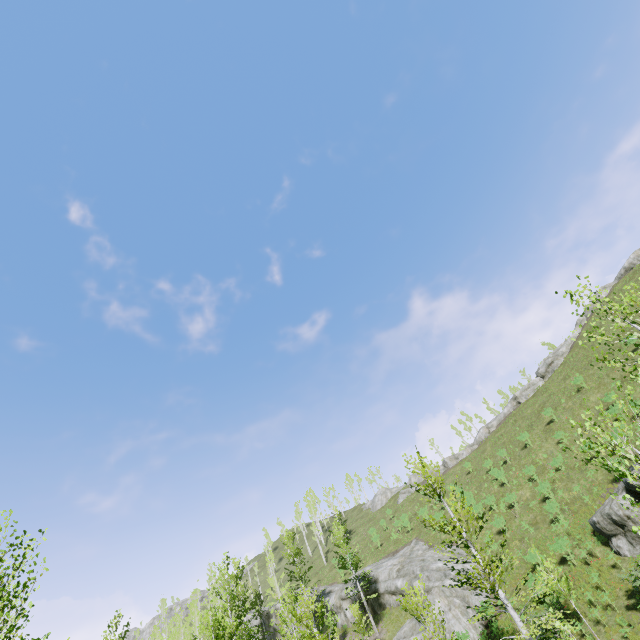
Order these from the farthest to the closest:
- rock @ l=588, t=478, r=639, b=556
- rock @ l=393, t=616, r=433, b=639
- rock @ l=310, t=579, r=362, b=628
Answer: rock @ l=310, t=579, r=362, b=628 → rock @ l=393, t=616, r=433, b=639 → rock @ l=588, t=478, r=639, b=556

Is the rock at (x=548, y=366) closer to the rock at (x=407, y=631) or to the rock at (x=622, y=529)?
the rock at (x=407, y=631)

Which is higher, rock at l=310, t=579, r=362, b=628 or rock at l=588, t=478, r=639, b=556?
rock at l=310, t=579, r=362, b=628

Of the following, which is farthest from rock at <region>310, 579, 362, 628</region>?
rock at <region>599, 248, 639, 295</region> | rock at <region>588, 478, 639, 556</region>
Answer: rock at <region>599, 248, 639, 295</region>

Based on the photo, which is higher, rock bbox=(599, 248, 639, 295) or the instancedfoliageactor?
rock bbox=(599, 248, 639, 295)

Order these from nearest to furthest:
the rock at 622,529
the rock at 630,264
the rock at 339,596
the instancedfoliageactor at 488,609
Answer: the instancedfoliageactor at 488,609 → the rock at 622,529 → the rock at 339,596 → the rock at 630,264

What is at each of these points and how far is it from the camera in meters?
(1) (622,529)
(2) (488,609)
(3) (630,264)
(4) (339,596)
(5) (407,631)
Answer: (1) rock, 19.3 m
(2) instancedfoliageactor, 14.6 m
(3) rock, 47.2 m
(4) rock, 33.9 m
(5) rock, 25.1 m
